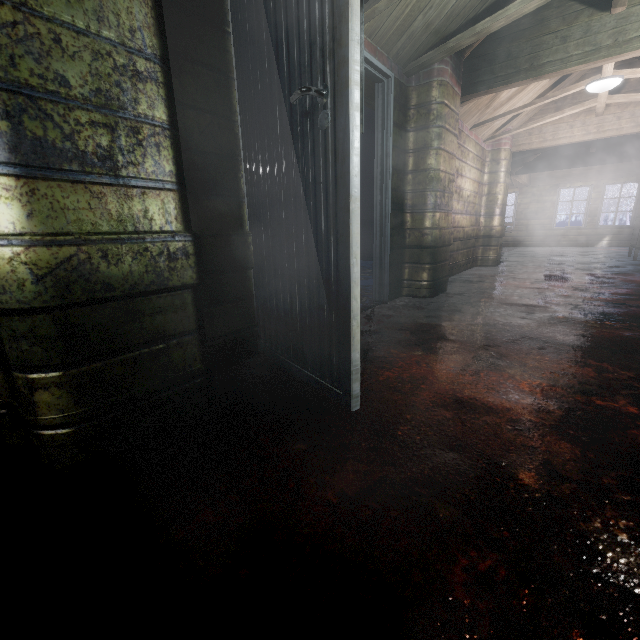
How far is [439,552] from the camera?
0.7m

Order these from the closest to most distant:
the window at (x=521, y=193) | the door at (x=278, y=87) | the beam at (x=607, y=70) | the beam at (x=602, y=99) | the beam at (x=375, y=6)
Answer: the door at (x=278, y=87)
the beam at (x=375, y=6)
the beam at (x=607, y=70)
the beam at (x=602, y=99)
the window at (x=521, y=193)

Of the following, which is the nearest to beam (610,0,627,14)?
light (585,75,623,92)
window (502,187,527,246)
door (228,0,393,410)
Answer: door (228,0,393,410)

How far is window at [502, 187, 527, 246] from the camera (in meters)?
10.99

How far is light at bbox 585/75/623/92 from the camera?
3.6 meters

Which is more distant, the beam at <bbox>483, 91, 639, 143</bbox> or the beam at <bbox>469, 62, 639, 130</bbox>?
the beam at <bbox>483, 91, 639, 143</bbox>

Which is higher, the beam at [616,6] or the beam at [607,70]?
the beam at [607,70]

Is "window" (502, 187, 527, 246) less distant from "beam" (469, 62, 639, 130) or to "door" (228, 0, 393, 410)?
"beam" (469, 62, 639, 130)
